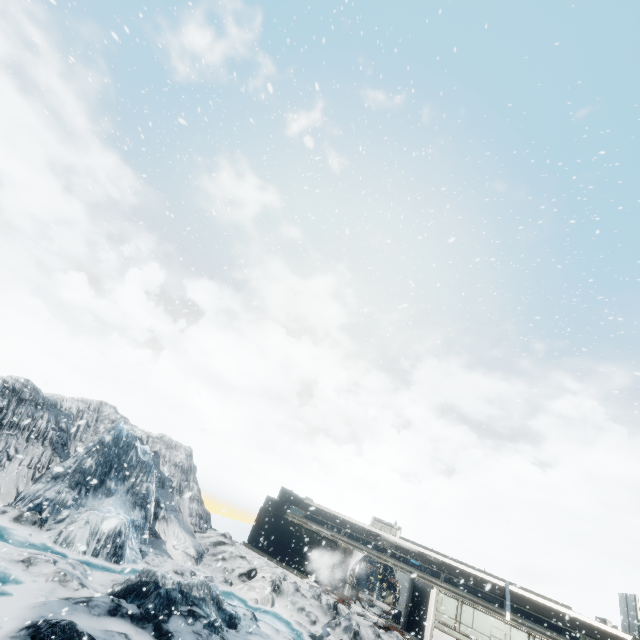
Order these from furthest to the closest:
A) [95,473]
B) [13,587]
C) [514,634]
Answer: [95,473] → [514,634] → [13,587]
